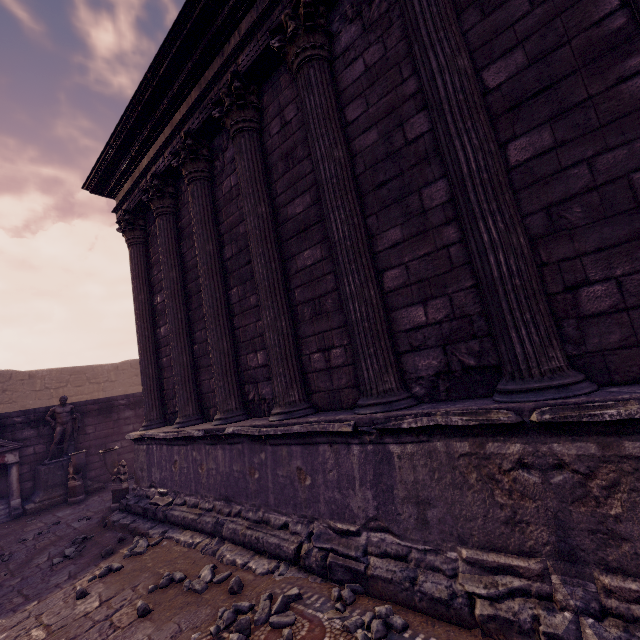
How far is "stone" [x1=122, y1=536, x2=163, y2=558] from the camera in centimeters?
465cm

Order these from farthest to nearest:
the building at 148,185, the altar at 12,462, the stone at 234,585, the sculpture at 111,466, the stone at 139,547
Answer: the altar at 12,462, the sculpture at 111,466, the stone at 139,547, the stone at 234,585, the building at 148,185

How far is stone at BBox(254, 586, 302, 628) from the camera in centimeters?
260cm

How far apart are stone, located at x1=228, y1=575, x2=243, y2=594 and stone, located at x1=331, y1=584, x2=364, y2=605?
1.0m

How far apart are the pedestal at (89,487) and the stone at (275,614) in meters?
8.7 m

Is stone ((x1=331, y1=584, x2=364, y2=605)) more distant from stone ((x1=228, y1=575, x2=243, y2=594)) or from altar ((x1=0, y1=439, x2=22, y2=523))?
altar ((x1=0, y1=439, x2=22, y2=523))

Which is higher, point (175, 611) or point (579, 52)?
point (579, 52)

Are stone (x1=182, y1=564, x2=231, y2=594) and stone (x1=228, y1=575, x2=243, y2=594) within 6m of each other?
yes
